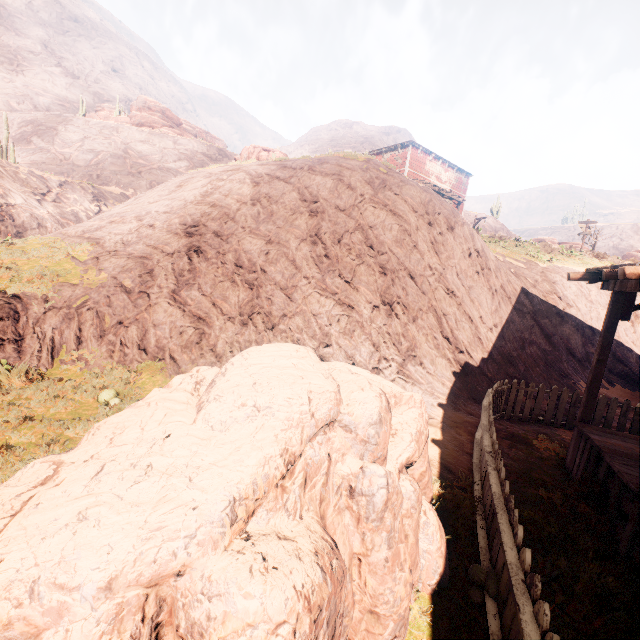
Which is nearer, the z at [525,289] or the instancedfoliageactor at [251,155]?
the z at [525,289]

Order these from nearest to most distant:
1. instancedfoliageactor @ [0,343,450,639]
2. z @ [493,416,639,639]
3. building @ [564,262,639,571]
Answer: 1. instancedfoliageactor @ [0,343,450,639]
2. z @ [493,416,639,639]
3. building @ [564,262,639,571]

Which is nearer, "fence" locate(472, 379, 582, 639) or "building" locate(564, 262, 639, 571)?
"fence" locate(472, 379, 582, 639)

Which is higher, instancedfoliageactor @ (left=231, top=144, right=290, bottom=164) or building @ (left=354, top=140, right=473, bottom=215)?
building @ (left=354, top=140, right=473, bottom=215)

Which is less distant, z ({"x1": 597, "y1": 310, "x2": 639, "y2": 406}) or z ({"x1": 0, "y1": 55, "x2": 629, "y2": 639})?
z ({"x1": 0, "y1": 55, "x2": 629, "y2": 639})

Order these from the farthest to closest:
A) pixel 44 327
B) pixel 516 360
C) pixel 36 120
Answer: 1. pixel 36 120
2. pixel 516 360
3. pixel 44 327

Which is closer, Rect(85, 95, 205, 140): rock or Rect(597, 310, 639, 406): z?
Rect(597, 310, 639, 406): z

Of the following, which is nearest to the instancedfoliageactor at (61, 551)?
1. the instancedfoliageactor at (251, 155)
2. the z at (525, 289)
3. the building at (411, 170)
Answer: the z at (525, 289)
